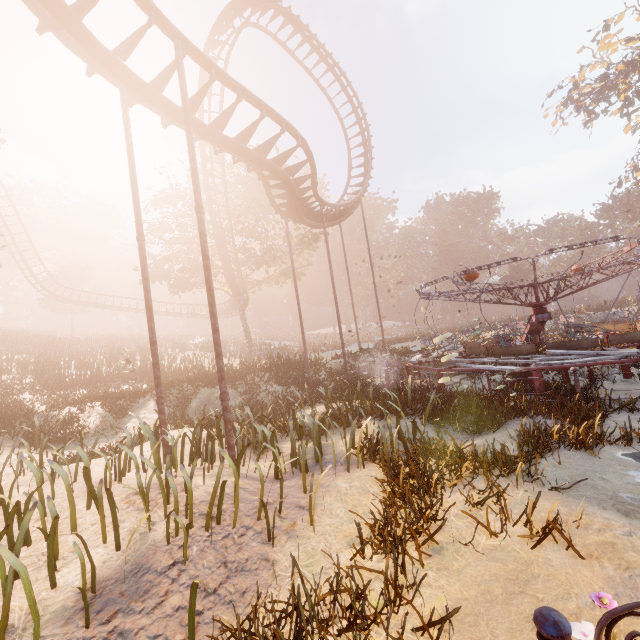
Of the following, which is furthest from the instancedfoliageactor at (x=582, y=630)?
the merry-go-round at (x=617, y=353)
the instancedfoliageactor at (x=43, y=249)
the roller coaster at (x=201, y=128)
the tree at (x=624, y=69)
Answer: the instancedfoliageactor at (x=43, y=249)

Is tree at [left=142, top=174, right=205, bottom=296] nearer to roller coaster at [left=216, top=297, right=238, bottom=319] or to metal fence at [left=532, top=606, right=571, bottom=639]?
roller coaster at [left=216, top=297, right=238, bottom=319]

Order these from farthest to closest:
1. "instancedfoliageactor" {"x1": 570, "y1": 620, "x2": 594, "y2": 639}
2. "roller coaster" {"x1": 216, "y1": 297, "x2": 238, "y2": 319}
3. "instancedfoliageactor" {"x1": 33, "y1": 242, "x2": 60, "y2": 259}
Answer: "instancedfoliageactor" {"x1": 33, "y1": 242, "x2": 60, "y2": 259} → "roller coaster" {"x1": 216, "y1": 297, "x2": 238, "y2": 319} → "instancedfoliageactor" {"x1": 570, "y1": 620, "x2": 594, "y2": 639}

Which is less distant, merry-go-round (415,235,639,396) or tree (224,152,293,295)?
merry-go-round (415,235,639,396)

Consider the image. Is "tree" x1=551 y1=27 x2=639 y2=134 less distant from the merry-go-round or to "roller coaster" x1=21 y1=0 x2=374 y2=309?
"roller coaster" x1=21 y1=0 x2=374 y2=309

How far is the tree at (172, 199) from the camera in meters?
25.0

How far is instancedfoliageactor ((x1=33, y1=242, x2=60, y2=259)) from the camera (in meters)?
52.91

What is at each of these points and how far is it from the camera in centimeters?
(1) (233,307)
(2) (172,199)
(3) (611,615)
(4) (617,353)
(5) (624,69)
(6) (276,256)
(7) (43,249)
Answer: (1) roller coaster, 3769cm
(2) tree, 2530cm
(3) metal fence, 162cm
(4) merry-go-round, 867cm
(5) tree, 2783cm
(6) tree, 2867cm
(7) instancedfoliageactor, 5503cm
